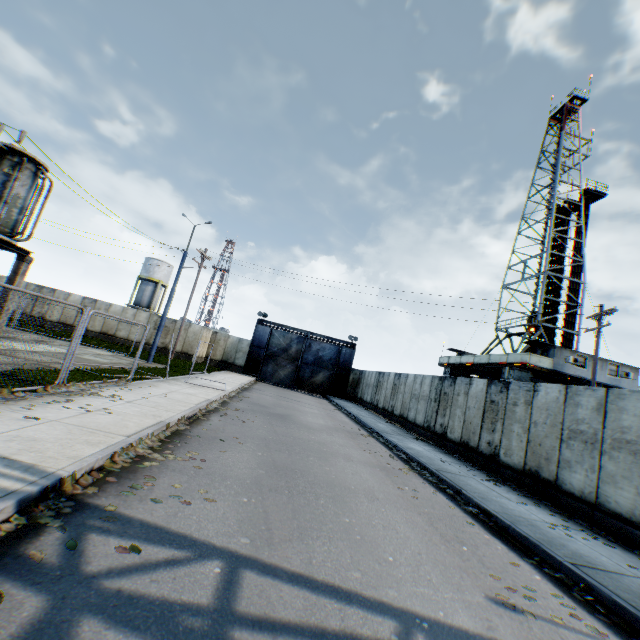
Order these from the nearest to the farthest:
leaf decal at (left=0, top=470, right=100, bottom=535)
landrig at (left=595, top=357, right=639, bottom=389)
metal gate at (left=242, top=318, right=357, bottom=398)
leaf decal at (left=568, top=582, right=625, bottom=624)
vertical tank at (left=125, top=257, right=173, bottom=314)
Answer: leaf decal at (left=0, top=470, right=100, bottom=535), leaf decal at (left=568, top=582, right=625, bottom=624), landrig at (left=595, top=357, right=639, bottom=389), metal gate at (left=242, top=318, right=357, bottom=398), vertical tank at (left=125, top=257, right=173, bottom=314)

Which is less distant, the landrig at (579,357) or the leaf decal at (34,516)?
the leaf decal at (34,516)

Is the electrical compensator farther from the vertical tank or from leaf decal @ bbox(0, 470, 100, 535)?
the vertical tank

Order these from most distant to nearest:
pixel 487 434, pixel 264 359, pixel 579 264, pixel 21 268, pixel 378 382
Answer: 1. pixel 264 359
2. pixel 579 264
3. pixel 378 382
4. pixel 487 434
5. pixel 21 268

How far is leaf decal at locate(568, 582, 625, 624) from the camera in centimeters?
430cm

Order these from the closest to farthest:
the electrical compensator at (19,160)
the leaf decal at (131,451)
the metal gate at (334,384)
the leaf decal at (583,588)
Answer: the leaf decal at (583,588), the leaf decal at (131,451), the electrical compensator at (19,160), the metal gate at (334,384)

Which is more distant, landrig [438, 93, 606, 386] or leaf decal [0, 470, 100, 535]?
landrig [438, 93, 606, 386]

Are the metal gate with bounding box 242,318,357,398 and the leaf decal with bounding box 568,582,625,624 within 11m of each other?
no
